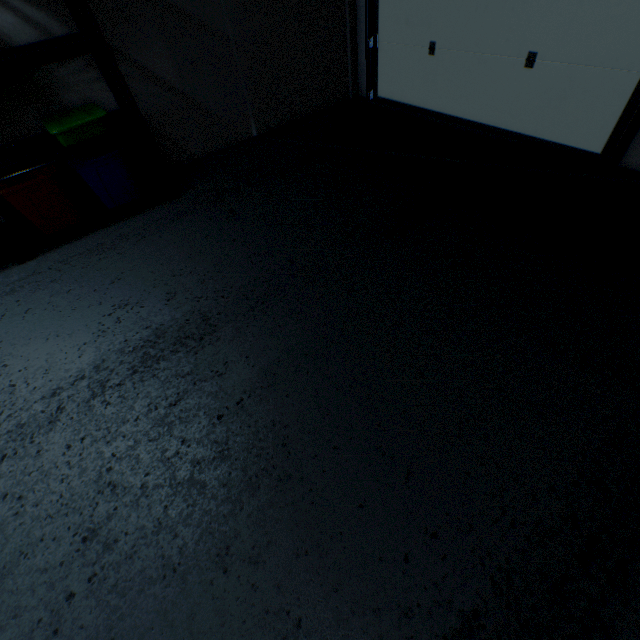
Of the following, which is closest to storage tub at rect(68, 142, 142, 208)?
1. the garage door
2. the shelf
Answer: the shelf

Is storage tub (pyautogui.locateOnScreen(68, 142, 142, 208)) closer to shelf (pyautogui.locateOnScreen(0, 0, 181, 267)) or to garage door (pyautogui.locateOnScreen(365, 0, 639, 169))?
shelf (pyautogui.locateOnScreen(0, 0, 181, 267))

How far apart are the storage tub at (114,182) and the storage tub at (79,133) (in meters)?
0.11

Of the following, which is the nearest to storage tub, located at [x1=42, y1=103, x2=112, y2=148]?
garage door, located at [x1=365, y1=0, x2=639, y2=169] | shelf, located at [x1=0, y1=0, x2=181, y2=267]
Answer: shelf, located at [x1=0, y1=0, x2=181, y2=267]

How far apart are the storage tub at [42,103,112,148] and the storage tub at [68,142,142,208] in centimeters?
11cm

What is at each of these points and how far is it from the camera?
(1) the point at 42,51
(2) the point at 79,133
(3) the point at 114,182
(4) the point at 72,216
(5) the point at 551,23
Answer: (1) shelf, 1.8m
(2) storage tub, 2.1m
(3) storage tub, 2.4m
(4) storage tub, 2.4m
(5) garage door, 2.1m

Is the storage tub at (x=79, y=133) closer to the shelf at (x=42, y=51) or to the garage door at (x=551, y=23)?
the shelf at (x=42, y=51)

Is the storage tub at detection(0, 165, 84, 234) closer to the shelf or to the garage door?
the shelf
